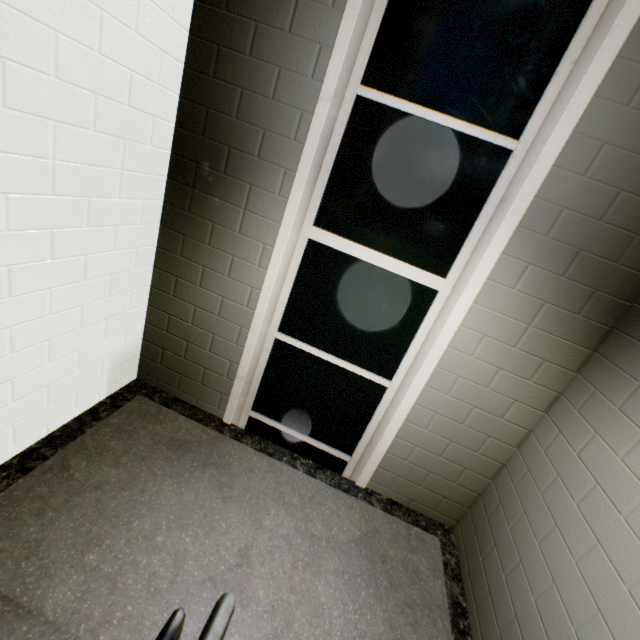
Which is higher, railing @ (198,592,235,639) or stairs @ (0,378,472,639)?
railing @ (198,592,235,639)

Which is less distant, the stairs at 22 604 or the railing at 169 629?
the railing at 169 629

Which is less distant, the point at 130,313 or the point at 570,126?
the point at 570,126

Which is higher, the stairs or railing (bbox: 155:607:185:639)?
railing (bbox: 155:607:185:639)

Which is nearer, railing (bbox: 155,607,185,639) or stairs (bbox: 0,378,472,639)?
railing (bbox: 155,607,185,639)

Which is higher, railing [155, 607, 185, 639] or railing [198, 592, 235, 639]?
railing [198, 592, 235, 639]

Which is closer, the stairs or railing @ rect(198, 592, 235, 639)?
railing @ rect(198, 592, 235, 639)

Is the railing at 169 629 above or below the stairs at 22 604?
above
